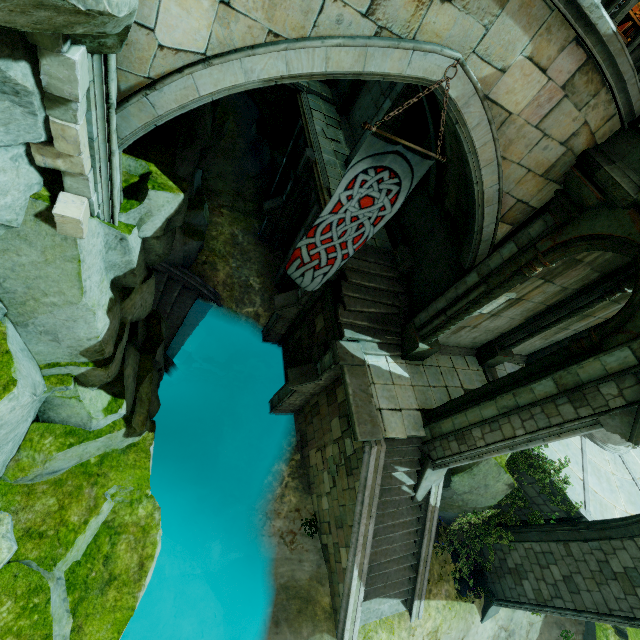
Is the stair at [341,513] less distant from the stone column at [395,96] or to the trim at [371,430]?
the trim at [371,430]

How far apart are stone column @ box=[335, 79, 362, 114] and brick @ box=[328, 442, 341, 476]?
16.8m

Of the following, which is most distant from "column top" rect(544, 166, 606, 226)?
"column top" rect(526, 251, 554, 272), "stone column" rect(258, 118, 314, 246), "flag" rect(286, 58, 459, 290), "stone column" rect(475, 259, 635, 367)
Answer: "stone column" rect(258, 118, 314, 246)

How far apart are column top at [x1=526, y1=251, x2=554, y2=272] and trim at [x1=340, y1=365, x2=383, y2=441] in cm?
512

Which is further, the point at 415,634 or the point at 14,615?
the point at 415,634

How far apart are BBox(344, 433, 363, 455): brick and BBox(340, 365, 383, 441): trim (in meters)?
0.09

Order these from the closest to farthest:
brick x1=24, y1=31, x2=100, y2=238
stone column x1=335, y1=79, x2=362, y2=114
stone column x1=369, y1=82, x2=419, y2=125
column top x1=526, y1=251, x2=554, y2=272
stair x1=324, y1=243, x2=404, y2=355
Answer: brick x1=24, y1=31, x2=100, y2=238, column top x1=526, y1=251, x2=554, y2=272, stair x1=324, y1=243, x2=404, y2=355, stone column x1=369, y1=82, x2=419, y2=125, stone column x1=335, y1=79, x2=362, y2=114

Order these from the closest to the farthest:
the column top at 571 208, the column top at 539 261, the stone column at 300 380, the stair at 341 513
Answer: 1. the column top at 571 208
2. the column top at 539 261
3. the stair at 341 513
4. the stone column at 300 380
